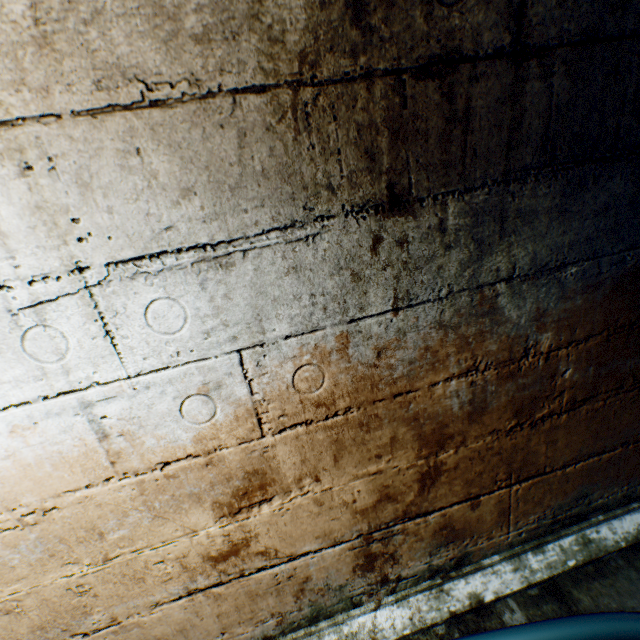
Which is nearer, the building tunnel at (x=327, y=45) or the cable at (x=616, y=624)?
the building tunnel at (x=327, y=45)

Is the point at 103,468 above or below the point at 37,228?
below

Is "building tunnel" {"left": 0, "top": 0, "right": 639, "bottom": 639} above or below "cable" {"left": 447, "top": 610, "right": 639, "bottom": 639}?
above

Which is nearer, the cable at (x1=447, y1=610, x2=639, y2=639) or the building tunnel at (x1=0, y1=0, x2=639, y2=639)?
the building tunnel at (x1=0, y1=0, x2=639, y2=639)

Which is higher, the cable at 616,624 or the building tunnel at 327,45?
the building tunnel at 327,45
